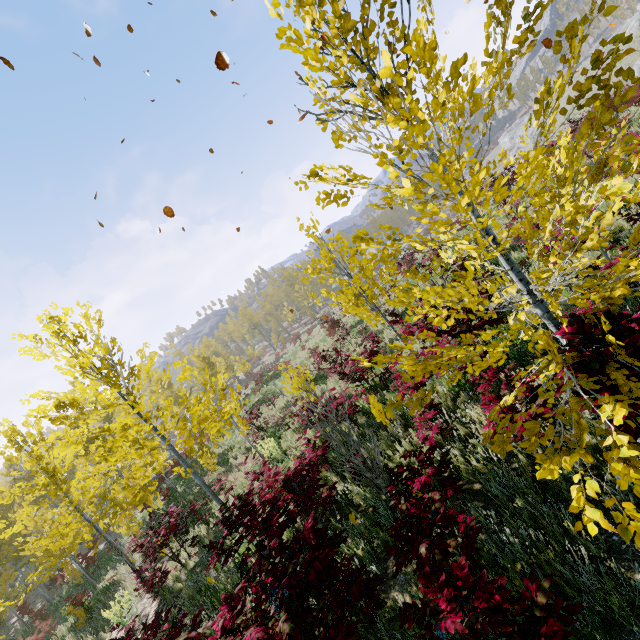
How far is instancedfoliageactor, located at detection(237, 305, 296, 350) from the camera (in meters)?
49.30

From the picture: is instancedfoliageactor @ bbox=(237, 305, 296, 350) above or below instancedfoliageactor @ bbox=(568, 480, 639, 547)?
above

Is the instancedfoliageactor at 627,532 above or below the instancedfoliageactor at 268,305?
below

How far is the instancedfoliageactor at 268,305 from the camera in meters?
49.3 m

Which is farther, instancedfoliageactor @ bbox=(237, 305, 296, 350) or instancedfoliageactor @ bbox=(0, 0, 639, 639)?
instancedfoliageactor @ bbox=(237, 305, 296, 350)

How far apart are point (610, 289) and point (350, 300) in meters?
10.3 m

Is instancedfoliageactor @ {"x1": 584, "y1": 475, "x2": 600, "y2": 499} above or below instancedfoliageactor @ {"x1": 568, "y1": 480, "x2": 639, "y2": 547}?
above
